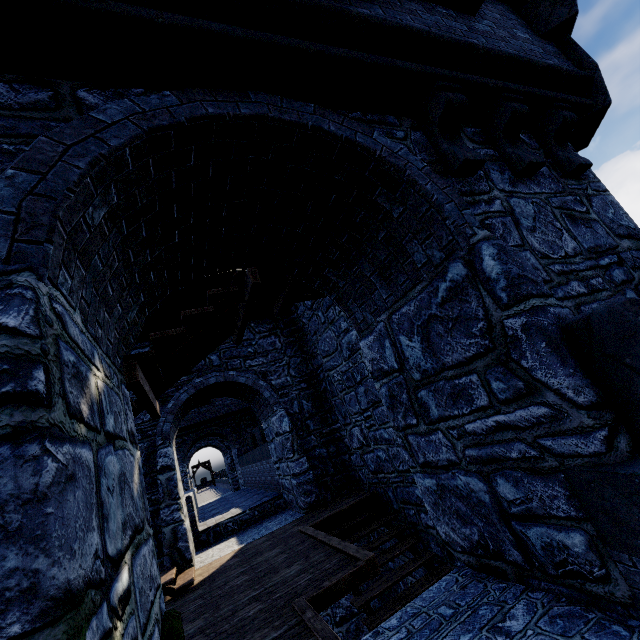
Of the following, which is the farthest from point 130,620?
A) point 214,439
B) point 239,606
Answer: point 214,439
